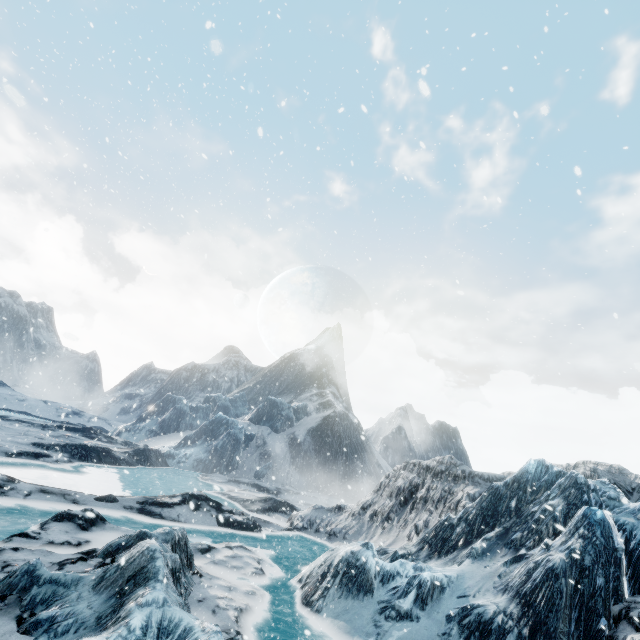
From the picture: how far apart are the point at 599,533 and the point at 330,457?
32.34m
